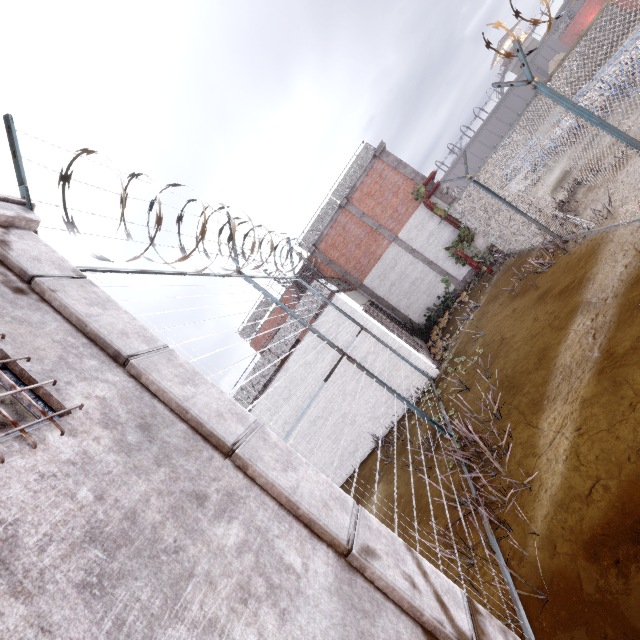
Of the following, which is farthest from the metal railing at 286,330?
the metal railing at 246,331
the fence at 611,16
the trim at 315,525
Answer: the trim at 315,525

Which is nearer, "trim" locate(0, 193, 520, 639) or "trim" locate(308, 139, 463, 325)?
"trim" locate(0, 193, 520, 639)

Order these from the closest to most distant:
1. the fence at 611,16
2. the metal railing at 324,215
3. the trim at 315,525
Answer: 1. the trim at 315,525
2. the fence at 611,16
3. the metal railing at 324,215

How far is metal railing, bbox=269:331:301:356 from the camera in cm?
1104

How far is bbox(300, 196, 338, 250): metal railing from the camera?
16.2 meters

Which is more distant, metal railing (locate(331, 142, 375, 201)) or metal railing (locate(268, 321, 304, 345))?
metal railing (locate(331, 142, 375, 201))

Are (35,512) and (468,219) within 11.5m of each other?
no
